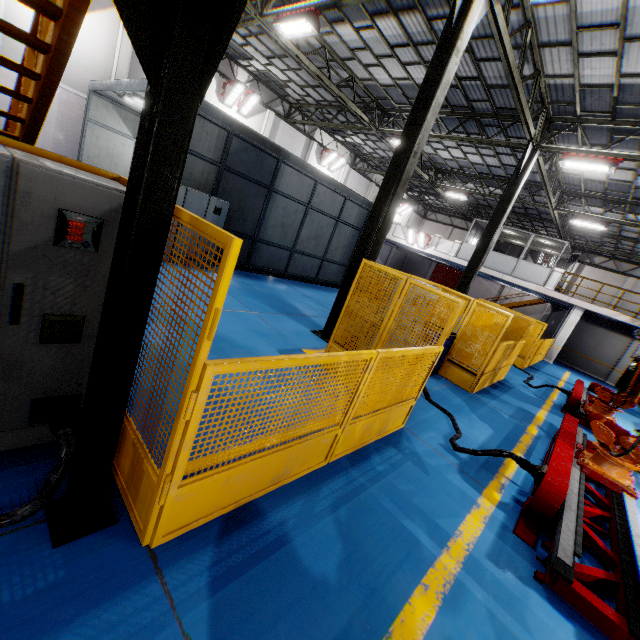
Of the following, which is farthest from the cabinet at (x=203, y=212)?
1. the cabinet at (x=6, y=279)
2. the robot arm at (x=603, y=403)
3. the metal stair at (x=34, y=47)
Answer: the robot arm at (x=603, y=403)

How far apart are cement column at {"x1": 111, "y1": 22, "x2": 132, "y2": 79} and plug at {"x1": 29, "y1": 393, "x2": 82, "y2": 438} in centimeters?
1718cm

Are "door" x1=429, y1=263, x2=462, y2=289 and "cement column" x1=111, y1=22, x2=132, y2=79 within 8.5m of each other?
no

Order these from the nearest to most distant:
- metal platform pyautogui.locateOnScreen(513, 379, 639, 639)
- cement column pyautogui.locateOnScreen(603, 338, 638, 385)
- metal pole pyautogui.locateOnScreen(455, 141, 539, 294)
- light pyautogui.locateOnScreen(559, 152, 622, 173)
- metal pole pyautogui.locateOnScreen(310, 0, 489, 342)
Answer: metal platform pyautogui.locateOnScreen(513, 379, 639, 639), metal pole pyautogui.locateOnScreen(310, 0, 489, 342), light pyautogui.locateOnScreen(559, 152, 622, 173), metal pole pyautogui.locateOnScreen(455, 141, 539, 294), cement column pyautogui.locateOnScreen(603, 338, 638, 385)

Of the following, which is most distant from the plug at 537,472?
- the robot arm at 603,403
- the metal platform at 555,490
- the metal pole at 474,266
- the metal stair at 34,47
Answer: the metal pole at 474,266

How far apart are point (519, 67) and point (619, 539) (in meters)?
10.95

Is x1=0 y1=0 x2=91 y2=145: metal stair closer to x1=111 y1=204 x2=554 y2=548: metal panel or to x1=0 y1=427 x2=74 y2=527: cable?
x1=111 y1=204 x2=554 y2=548: metal panel

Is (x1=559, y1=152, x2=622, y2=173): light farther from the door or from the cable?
the door
